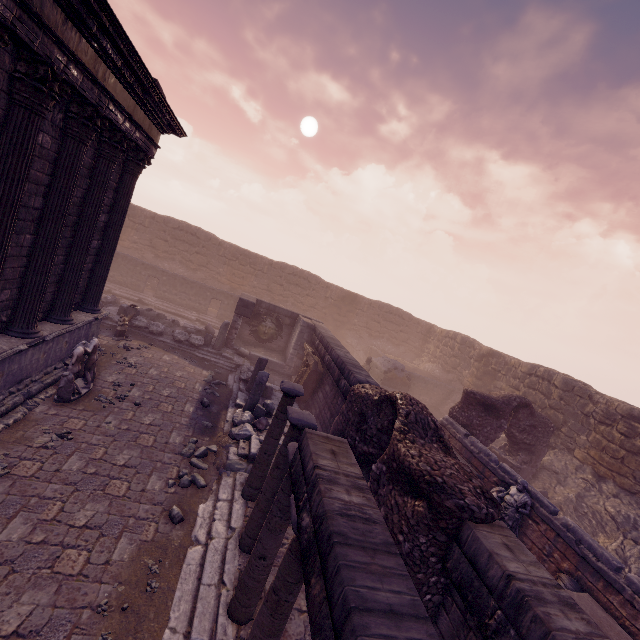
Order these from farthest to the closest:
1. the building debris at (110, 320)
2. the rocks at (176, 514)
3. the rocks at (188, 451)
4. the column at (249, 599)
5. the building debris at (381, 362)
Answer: the building debris at (381, 362) → the building debris at (110, 320) → the rocks at (188, 451) → the rocks at (176, 514) → the column at (249, 599)

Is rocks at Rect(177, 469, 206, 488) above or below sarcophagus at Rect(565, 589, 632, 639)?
below

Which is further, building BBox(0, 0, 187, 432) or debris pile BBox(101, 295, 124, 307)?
debris pile BBox(101, 295, 124, 307)

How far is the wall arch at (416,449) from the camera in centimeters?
434cm

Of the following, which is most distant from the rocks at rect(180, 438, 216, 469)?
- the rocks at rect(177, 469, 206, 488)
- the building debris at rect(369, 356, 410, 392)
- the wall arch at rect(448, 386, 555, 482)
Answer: the building debris at rect(369, 356, 410, 392)

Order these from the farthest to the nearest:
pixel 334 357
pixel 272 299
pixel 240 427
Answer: pixel 272 299 < pixel 334 357 < pixel 240 427

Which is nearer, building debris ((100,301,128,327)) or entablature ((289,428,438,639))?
entablature ((289,428,438,639))

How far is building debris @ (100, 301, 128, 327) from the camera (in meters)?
12.90
